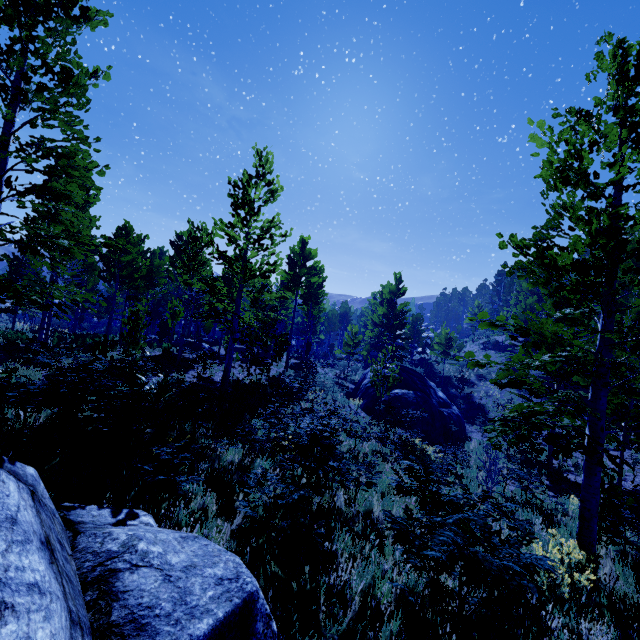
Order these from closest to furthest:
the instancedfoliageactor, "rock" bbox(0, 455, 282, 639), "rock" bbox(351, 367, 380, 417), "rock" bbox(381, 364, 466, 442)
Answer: "rock" bbox(0, 455, 282, 639)
the instancedfoliageactor
"rock" bbox(381, 364, 466, 442)
"rock" bbox(351, 367, 380, 417)

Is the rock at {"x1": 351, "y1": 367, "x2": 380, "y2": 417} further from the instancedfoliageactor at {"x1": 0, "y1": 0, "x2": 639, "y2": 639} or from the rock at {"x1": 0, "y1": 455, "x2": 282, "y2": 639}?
the rock at {"x1": 0, "y1": 455, "x2": 282, "y2": 639}

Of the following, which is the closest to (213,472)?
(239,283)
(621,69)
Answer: (239,283)

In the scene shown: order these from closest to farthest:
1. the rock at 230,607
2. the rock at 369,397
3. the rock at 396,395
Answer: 1. the rock at 230,607
2. the rock at 396,395
3. the rock at 369,397

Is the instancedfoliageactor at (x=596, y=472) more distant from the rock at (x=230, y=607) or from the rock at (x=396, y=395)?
the rock at (x=396, y=395)

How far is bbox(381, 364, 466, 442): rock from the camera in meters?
18.2

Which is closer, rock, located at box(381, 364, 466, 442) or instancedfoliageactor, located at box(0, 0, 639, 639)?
instancedfoliageactor, located at box(0, 0, 639, 639)

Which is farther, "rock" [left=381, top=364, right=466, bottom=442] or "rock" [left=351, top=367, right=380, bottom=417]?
"rock" [left=351, top=367, right=380, bottom=417]
